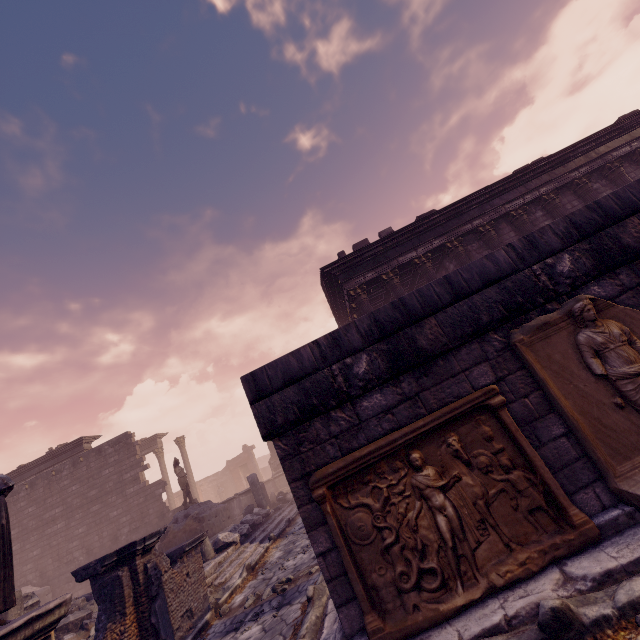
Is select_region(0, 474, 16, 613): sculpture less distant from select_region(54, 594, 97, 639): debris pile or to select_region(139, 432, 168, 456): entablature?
select_region(54, 594, 97, 639): debris pile

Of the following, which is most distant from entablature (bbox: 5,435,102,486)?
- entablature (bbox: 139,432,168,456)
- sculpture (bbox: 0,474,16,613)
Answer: sculpture (bbox: 0,474,16,613)

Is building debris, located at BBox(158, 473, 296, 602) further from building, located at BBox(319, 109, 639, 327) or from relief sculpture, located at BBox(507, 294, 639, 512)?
building, located at BBox(319, 109, 639, 327)

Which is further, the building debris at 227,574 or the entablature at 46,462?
the entablature at 46,462

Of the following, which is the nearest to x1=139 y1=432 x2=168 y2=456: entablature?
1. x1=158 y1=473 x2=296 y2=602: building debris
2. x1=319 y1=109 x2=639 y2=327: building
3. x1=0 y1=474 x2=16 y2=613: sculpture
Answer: x1=158 y1=473 x2=296 y2=602: building debris

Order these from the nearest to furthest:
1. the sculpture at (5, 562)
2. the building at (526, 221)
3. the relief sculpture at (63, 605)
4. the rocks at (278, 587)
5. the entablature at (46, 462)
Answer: the relief sculpture at (63, 605), the sculpture at (5, 562), the rocks at (278, 587), the building at (526, 221), the entablature at (46, 462)

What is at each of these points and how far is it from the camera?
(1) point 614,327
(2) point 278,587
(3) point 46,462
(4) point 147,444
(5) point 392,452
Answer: (1) relief sculpture, 3.2 meters
(2) rocks, 6.0 meters
(3) entablature, 18.5 meters
(4) entablature, 24.6 meters
(5) relief sculpture, 3.3 meters

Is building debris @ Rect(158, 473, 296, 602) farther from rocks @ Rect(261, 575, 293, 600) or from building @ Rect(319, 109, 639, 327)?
building @ Rect(319, 109, 639, 327)
